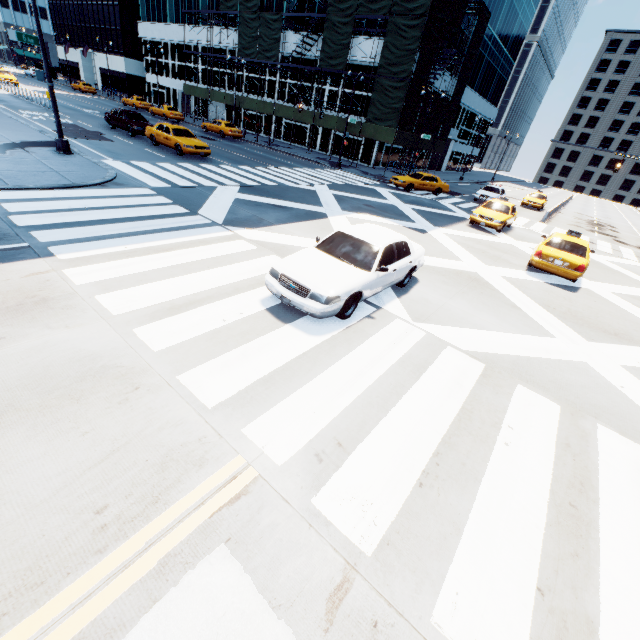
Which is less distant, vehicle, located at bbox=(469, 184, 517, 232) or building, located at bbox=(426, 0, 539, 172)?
vehicle, located at bbox=(469, 184, 517, 232)

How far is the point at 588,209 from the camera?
46.0m

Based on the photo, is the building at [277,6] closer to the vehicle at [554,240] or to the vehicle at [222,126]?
the vehicle at [222,126]

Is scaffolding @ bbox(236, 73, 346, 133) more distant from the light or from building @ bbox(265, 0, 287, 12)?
the light

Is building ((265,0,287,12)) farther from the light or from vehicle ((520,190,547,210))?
the light

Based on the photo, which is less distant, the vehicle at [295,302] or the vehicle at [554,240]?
the vehicle at [295,302]

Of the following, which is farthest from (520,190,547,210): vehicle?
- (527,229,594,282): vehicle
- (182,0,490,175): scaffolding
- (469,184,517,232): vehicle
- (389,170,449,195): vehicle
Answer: (527,229,594,282): vehicle
